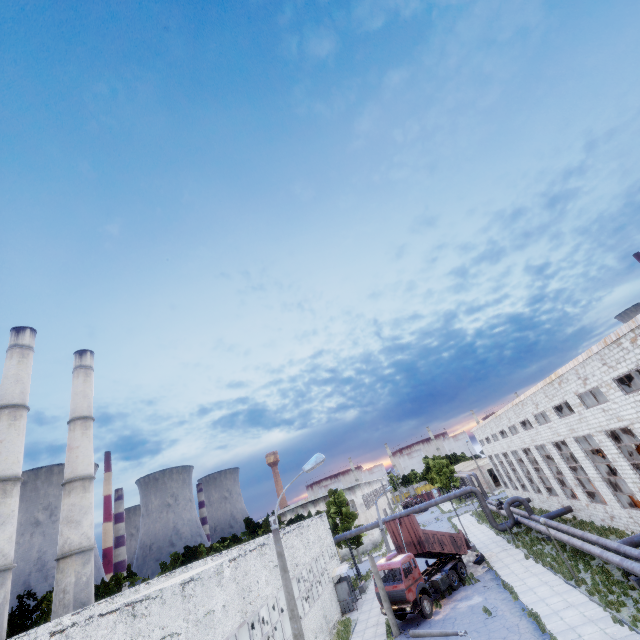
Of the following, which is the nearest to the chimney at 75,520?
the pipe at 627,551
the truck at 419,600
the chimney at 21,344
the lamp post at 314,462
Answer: the chimney at 21,344

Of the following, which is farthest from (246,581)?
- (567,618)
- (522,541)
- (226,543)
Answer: (226,543)

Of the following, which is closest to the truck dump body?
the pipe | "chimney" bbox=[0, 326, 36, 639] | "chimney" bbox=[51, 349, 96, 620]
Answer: the pipe

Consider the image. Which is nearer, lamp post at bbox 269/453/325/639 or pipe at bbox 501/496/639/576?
lamp post at bbox 269/453/325/639

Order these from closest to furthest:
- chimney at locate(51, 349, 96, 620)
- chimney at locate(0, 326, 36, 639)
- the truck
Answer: the truck < chimney at locate(0, 326, 36, 639) < chimney at locate(51, 349, 96, 620)

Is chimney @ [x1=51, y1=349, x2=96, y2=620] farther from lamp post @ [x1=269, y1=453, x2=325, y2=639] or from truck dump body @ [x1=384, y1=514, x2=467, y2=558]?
lamp post @ [x1=269, y1=453, x2=325, y2=639]

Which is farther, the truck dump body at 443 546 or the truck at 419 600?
the truck dump body at 443 546

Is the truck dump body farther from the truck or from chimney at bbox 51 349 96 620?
chimney at bbox 51 349 96 620
